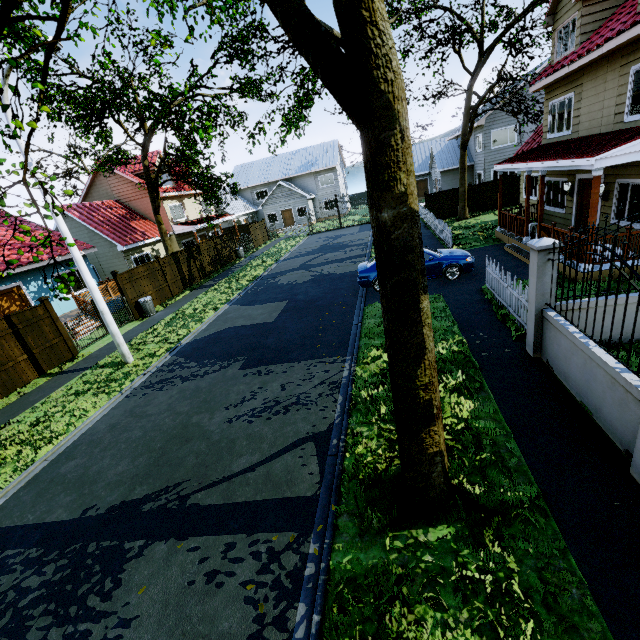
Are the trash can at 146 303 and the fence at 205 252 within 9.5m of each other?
yes

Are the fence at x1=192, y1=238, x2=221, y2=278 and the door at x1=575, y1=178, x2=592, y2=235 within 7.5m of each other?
no

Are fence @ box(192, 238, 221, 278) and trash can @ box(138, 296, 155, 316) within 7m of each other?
yes

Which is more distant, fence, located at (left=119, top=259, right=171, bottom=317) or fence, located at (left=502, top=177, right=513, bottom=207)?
fence, located at (left=502, top=177, right=513, bottom=207)

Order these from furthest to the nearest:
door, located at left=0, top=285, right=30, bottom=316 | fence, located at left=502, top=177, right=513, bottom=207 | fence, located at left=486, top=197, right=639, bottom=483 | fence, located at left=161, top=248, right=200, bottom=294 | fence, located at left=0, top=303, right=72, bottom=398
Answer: fence, located at left=502, top=177, right=513, bottom=207 < fence, located at left=161, top=248, right=200, bottom=294 < door, located at left=0, top=285, right=30, bottom=316 < fence, located at left=0, top=303, right=72, bottom=398 < fence, located at left=486, top=197, right=639, bottom=483

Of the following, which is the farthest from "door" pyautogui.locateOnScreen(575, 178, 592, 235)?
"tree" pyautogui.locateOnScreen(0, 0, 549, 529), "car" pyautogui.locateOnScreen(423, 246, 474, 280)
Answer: "tree" pyautogui.locateOnScreen(0, 0, 549, 529)

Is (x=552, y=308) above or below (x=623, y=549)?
above

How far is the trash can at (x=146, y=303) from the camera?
16.42m
